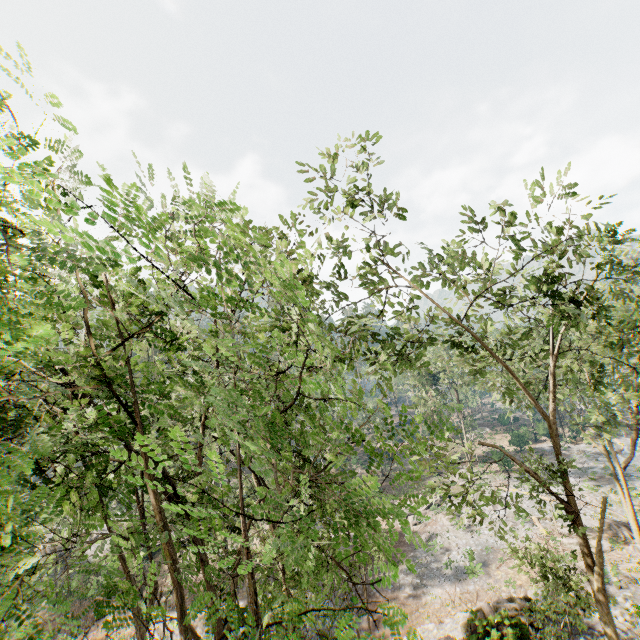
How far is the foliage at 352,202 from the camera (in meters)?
11.55

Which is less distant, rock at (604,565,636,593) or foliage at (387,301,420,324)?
foliage at (387,301,420,324)

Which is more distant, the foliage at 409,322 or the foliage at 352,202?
the foliage at 409,322

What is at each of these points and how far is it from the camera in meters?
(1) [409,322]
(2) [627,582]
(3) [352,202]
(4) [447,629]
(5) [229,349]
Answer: (1) foliage, 17.2
(2) rock, 18.8
(3) foliage, 13.1
(4) rock, 19.3
(5) foliage, 21.1

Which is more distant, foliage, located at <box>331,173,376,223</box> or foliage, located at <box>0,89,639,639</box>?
foliage, located at <box>331,173,376,223</box>

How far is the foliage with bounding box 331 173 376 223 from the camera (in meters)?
11.55

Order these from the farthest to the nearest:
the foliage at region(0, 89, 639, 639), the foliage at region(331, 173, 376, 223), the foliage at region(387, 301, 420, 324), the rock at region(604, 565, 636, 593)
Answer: the rock at region(604, 565, 636, 593) < the foliage at region(387, 301, 420, 324) < the foliage at region(331, 173, 376, 223) < the foliage at region(0, 89, 639, 639)
